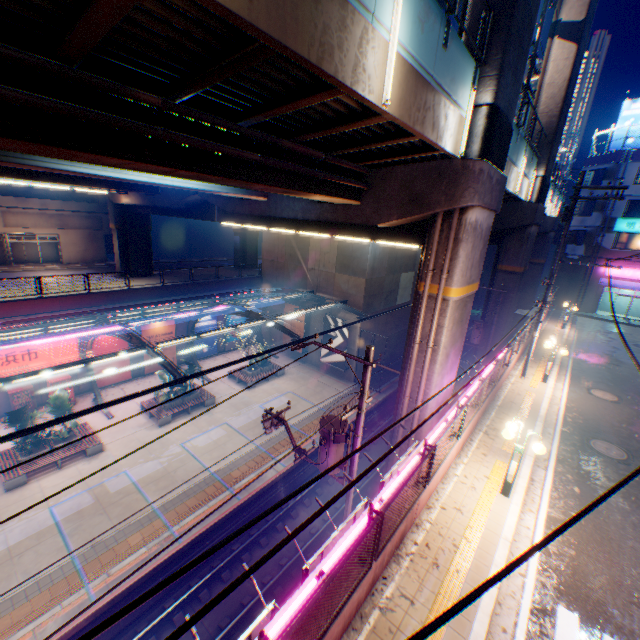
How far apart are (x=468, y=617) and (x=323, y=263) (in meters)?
23.85

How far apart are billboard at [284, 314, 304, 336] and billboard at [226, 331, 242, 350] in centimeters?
401cm

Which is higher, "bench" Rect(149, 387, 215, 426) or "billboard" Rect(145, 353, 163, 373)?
"billboard" Rect(145, 353, 163, 373)

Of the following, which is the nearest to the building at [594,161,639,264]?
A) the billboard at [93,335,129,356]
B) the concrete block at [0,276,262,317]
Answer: the concrete block at [0,276,262,317]

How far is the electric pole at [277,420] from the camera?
11.3 meters

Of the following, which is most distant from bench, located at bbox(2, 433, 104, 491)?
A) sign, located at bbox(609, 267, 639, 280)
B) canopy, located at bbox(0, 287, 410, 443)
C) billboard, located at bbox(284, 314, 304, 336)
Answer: sign, located at bbox(609, 267, 639, 280)

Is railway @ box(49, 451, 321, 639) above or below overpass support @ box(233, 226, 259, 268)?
below

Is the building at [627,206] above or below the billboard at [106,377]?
above
